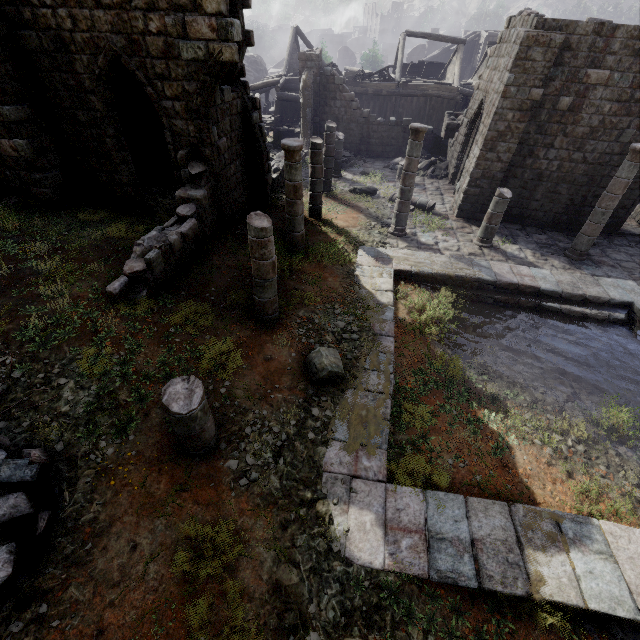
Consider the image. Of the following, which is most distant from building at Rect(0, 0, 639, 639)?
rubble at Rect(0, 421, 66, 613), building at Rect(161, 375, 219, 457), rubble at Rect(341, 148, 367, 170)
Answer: Result: building at Rect(161, 375, 219, 457)

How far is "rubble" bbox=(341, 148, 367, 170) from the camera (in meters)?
20.36

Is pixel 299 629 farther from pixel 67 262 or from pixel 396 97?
pixel 396 97

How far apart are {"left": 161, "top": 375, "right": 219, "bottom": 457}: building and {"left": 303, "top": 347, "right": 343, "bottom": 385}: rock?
2.1 meters

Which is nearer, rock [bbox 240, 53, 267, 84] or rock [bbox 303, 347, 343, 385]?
rock [bbox 303, 347, 343, 385]

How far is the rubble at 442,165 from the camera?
19.2m

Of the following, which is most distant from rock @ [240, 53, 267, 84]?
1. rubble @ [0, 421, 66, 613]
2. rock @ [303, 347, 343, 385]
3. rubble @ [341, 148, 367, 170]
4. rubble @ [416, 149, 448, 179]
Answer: rock @ [303, 347, 343, 385]

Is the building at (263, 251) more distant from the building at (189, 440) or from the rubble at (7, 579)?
the building at (189, 440)
